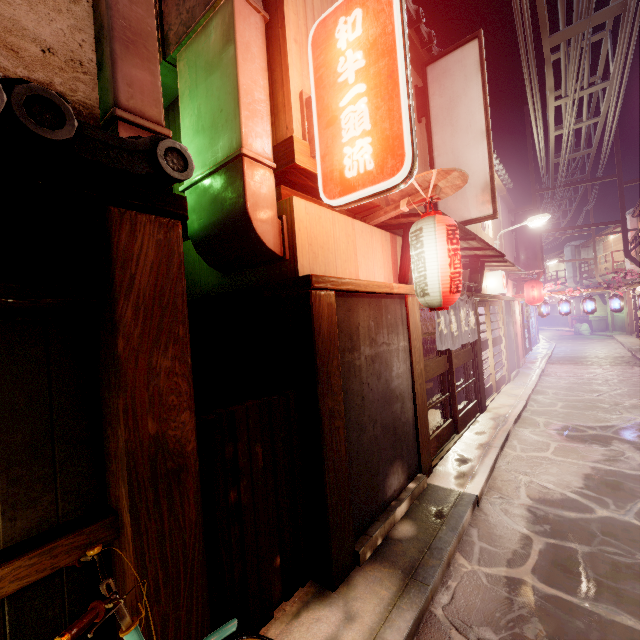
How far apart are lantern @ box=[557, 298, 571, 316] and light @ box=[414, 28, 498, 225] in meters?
20.8 m

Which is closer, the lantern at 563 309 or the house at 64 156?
the house at 64 156

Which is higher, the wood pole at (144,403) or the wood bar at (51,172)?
the wood bar at (51,172)

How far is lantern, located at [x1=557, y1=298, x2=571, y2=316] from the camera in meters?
25.4

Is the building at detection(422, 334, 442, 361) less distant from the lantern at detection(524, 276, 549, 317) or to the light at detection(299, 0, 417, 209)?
the light at detection(299, 0, 417, 209)

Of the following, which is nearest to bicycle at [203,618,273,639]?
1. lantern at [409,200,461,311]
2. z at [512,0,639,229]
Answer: lantern at [409,200,461,311]

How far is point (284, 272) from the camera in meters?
6.3 m

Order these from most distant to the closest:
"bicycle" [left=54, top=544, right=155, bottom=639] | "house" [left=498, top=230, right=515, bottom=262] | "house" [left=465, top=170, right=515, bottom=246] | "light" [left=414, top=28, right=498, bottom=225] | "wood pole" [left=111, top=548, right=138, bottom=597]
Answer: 1. "house" [left=498, top=230, right=515, bottom=262]
2. "house" [left=465, top=170, right=515, bottom=246]
3. "light" [left=414, top=28, right=498, bottom=225]
4. "wood pole" [left=111, top=548, right=138, bottom=597]
5. "bicycle" [left=54, top=544, right=155, bottom=639]
